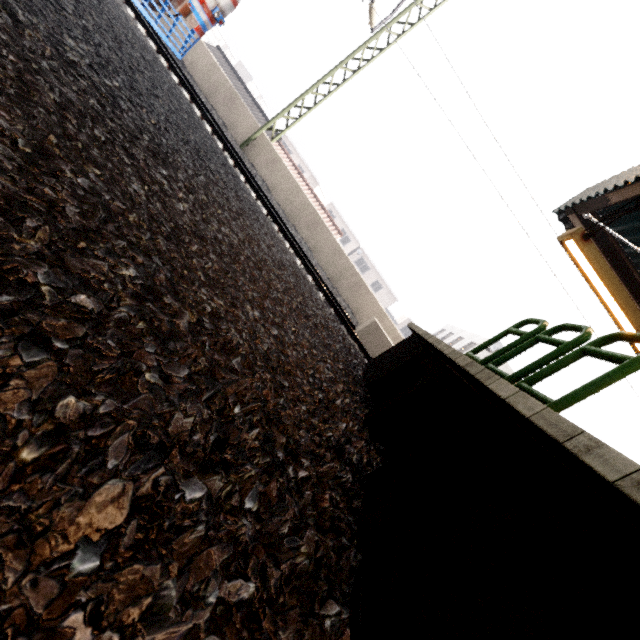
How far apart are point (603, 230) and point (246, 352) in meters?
8.2 m

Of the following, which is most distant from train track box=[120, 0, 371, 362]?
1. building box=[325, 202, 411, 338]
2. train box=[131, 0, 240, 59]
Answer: building box=[325, 202, 411, 338]

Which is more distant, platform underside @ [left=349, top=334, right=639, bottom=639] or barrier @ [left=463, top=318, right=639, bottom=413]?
barrier @ [left=463, top=318, right=639, bottom=413]

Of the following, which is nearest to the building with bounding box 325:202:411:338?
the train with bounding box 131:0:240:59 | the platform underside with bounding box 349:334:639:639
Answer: the train with bounding box 131:0:240:59

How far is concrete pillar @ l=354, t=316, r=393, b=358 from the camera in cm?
835

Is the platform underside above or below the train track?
above

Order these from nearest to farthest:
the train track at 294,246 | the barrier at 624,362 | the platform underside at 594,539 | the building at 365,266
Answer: the platform underside at 594,539 < the barrier at 624,362 < the train track at 294,246 < the building at 365,266

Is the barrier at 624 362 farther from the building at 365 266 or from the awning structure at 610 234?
the building at 365 266
